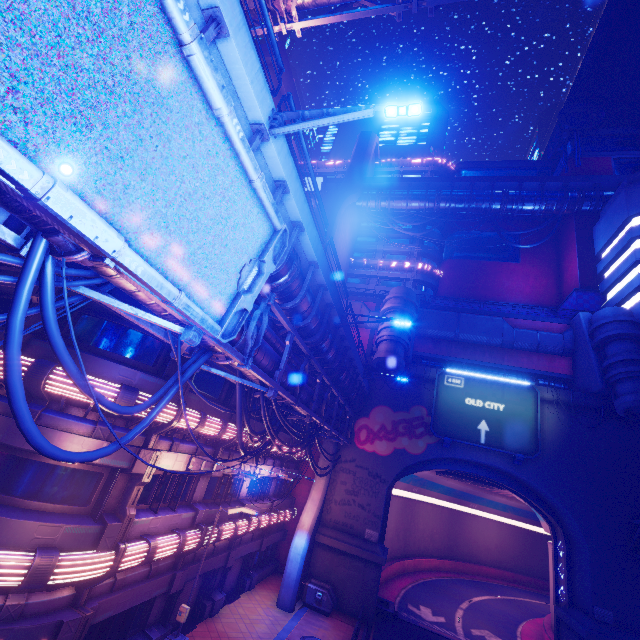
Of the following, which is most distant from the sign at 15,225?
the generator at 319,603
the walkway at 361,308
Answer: the walkway at 361,308

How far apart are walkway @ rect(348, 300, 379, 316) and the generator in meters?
21.4 m

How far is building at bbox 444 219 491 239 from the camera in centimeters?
4631cm

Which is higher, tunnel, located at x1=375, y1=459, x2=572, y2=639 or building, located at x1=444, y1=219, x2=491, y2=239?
building, located at x1=444, y1=219, x2=491, y2=239

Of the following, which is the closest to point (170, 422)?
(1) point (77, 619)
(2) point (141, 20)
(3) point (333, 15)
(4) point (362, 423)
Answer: (1) point (77, 619)

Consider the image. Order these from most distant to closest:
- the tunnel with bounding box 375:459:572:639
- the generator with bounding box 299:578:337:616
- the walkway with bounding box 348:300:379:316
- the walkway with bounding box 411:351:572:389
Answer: the walkway with bounding box 348:300:379:316, the walkway with bounding box 411:351:572:389, the tunnel with bounding box 375:459:572:639, the generator with bounding box 299:578:337:616

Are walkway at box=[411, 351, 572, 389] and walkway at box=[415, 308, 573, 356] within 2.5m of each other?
yes

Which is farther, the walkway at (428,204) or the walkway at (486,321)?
the walkway at (428,204)
